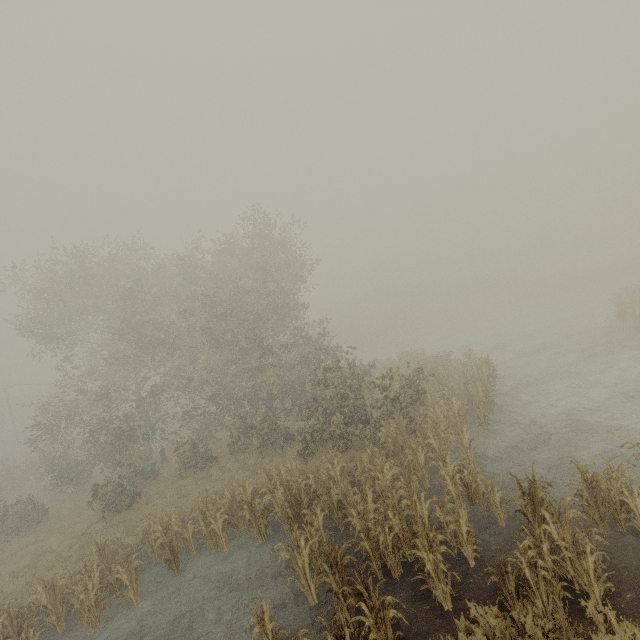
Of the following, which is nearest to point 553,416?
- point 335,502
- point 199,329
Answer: point 335,502

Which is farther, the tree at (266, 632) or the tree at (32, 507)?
the tree at (32, 507)

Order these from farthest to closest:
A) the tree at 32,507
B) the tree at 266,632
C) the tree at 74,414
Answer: the tree at 32,507 < the tree at 74,414 < the tree at 266,632

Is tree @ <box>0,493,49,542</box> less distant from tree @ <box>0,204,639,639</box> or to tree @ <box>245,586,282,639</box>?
tree @ <box>0,204,639,639</box>

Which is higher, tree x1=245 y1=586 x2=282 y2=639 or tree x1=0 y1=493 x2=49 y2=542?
tree x1=0 y1=493 x2=49 y2=542

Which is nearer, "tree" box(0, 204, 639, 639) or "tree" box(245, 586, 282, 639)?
"tree" box(245, 586, 282, 639)

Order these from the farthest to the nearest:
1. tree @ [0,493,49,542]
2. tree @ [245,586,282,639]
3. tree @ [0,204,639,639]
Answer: tree @ [0,493,49,542] → tree @ [0,204,639,639] → tree @ [245,586,282,639]
